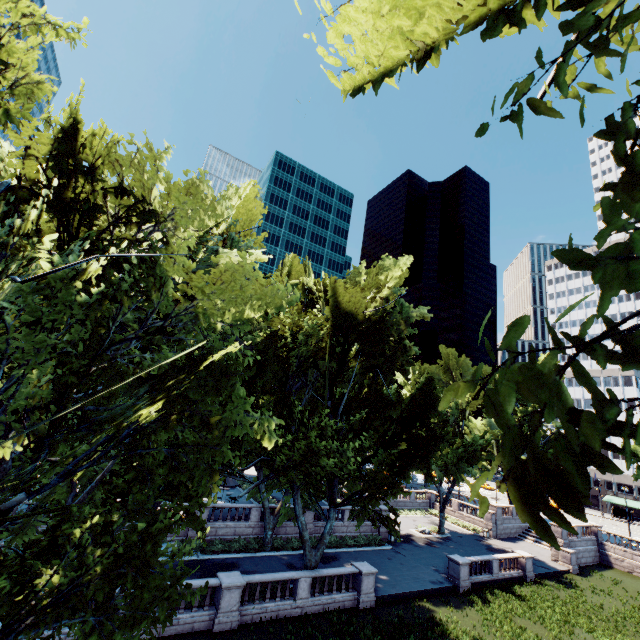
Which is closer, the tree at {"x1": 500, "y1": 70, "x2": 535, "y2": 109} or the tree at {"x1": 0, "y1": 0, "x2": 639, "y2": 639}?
the tree at {"x1": 0, "y1": 0, "x2": 639, "y2": 639}

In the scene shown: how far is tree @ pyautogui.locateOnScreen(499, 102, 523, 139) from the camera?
2.58m

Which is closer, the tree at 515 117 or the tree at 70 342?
the tree at 70 342

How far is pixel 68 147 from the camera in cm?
744

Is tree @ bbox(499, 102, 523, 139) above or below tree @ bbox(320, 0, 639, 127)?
below
